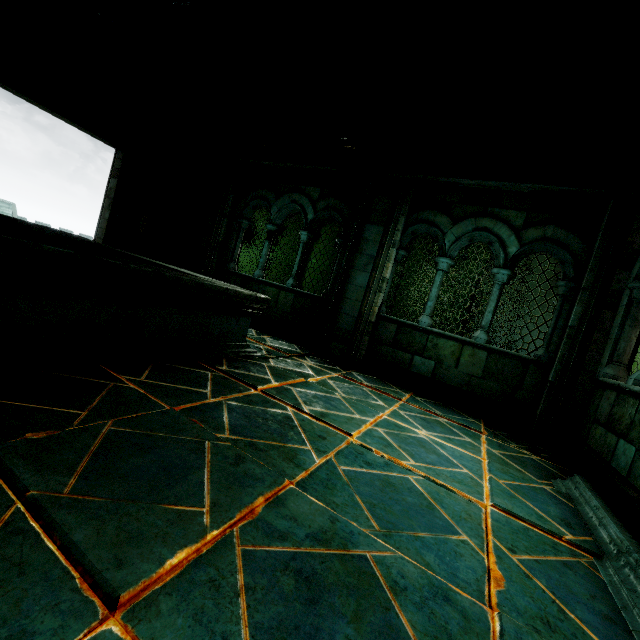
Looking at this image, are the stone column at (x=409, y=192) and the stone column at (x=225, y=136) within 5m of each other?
yes

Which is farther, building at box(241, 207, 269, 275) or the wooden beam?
building at box(241, 207, 269, 275)

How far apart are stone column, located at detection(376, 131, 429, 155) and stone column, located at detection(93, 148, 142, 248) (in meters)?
7.57

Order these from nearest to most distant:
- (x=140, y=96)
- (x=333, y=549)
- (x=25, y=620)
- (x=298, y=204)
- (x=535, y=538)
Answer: (x=25, y=620), (x=333, y=549), (x=535, y=538), (x=298, y=204), (x=140, y=96)

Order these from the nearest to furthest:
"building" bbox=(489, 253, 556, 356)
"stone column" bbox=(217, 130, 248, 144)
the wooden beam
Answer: the wooden beam < "stone column" bbox=(217, 130, 248, 144) < "building" bbox=(489, 253, 556, 356)

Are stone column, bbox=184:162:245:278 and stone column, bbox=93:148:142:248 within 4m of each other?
yes

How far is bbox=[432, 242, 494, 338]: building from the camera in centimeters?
1427cm

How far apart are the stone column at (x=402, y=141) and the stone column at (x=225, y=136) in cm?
337
